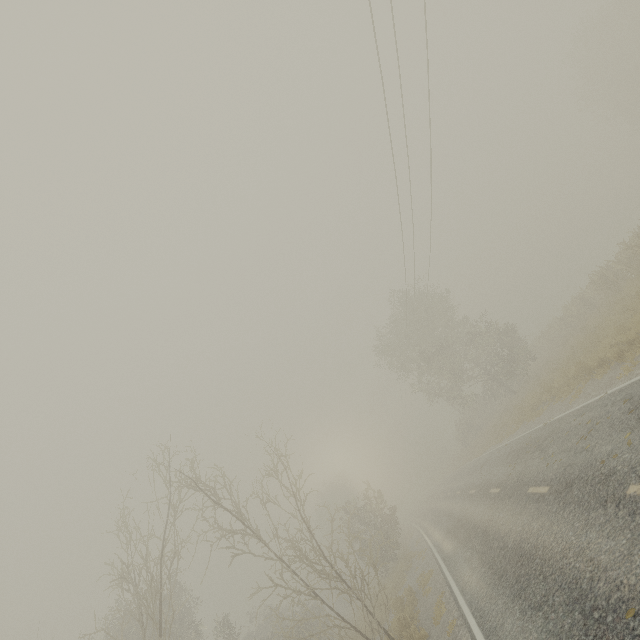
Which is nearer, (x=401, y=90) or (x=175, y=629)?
(x=401, y=90)

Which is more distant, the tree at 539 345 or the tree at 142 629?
the tree at 539 345

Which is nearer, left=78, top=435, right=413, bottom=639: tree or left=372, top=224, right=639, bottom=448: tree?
left=78, top=435, right=413, bottom=639: tree
